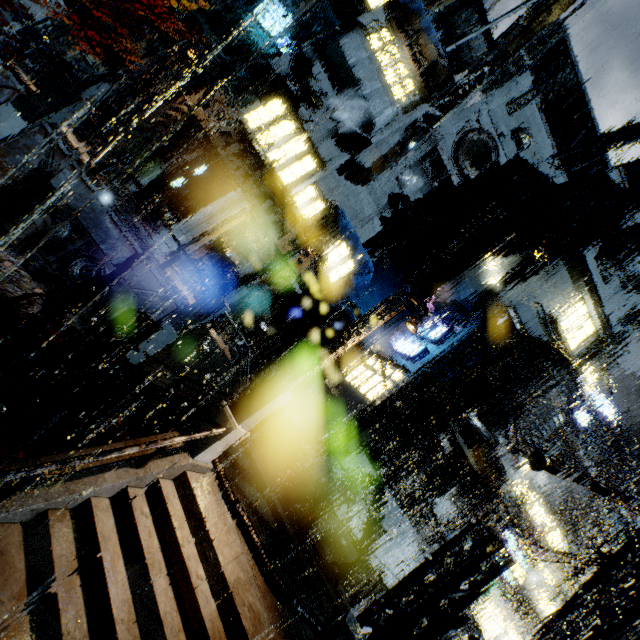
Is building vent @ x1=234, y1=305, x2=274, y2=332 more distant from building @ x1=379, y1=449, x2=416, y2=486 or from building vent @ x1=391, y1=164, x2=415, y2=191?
building vent @ x1=391, y1=164, x2=415, y2=191

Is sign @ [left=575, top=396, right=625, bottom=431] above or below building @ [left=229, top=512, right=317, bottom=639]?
above

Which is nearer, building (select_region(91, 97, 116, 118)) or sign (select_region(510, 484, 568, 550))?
building (select_region(91, 97, 116, 118))

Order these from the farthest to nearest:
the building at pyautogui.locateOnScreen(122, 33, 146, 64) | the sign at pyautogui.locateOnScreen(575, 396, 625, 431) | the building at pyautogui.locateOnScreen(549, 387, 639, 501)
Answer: the building at pyautogui.locateOnScreen(549, 387, 639, 501) < the sign at pyautogui.locateOnScreen(575, 396, 625, 431) < the building at pyautogui.locateOnScreen(122, 33, 146, 64)

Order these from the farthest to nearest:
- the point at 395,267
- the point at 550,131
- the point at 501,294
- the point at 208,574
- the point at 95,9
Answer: the point at 550,131, the point at 395,267, the point at 501,294, the point at 95,9, the point at 208,574

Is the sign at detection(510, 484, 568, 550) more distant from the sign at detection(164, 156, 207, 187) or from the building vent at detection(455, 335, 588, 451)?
the sign at detection(164, 156, 207, 187)

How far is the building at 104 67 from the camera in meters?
22.7

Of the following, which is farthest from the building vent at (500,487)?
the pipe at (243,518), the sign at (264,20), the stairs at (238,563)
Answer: the sign at (264,20)
